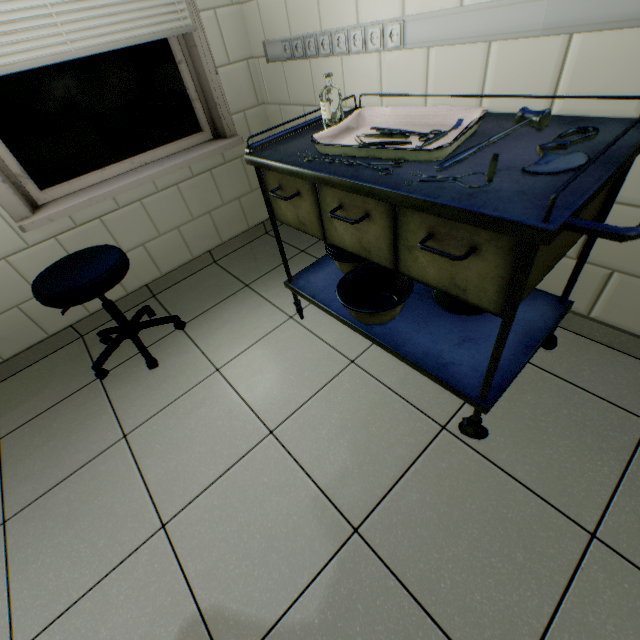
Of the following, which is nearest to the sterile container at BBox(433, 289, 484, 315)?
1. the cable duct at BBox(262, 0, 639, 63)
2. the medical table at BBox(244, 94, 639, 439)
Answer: the medical table at BBox(244, 94, 639, 439)

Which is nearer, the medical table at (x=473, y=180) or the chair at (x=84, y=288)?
the medical table at (x=473, y=180)

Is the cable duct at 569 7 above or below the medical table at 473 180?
above

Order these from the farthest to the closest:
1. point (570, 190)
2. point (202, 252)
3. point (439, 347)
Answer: point (202, 252), point (439, 347), point (570, 190)

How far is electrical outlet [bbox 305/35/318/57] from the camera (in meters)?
1.58

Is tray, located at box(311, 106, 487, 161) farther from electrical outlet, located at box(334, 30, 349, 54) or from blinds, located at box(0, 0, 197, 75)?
blinds, located at box(0, 0, 197, 75)

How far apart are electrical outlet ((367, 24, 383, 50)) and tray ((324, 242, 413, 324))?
0.7m

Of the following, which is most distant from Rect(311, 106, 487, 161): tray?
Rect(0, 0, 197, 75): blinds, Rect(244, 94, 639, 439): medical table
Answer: Rect(0, 0, 197, 75): blinds
